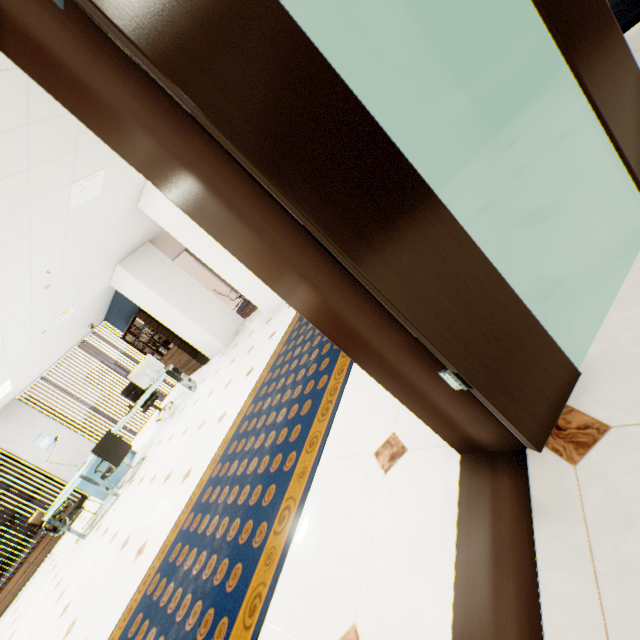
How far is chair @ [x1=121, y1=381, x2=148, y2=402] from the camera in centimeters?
823cm

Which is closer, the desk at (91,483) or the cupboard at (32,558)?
the desk at (91,483)

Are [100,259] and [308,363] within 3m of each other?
no

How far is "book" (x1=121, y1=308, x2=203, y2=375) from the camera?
8.49m

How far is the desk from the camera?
5.3m

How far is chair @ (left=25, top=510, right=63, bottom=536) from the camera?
5.5m

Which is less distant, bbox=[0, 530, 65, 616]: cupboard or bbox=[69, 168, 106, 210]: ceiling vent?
bbox=[69, 168, 106, 210]: ceiling vent

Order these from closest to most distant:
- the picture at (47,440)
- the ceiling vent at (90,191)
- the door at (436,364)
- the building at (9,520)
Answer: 1. the door at (436,364)
2. the ceiling vent at (90,191)
3. the picture at (47,440)
4. the building at (9,520)
